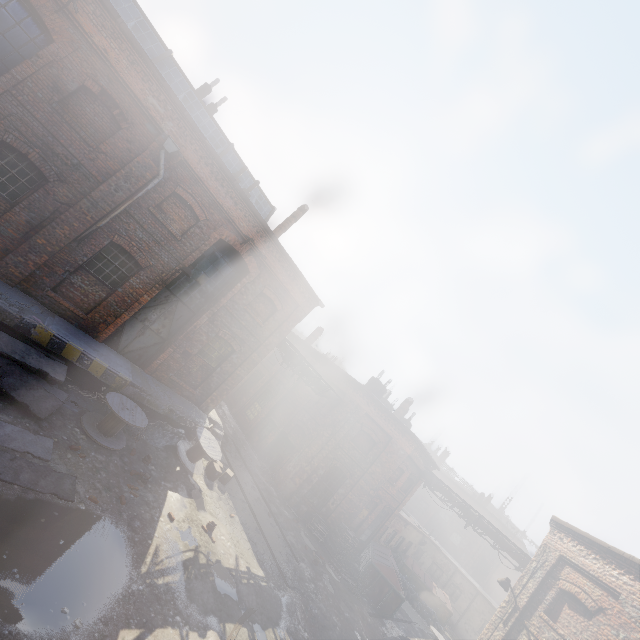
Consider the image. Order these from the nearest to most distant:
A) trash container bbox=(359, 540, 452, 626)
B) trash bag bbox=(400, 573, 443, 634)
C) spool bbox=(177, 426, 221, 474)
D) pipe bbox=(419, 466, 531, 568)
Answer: spool bbox=(177, 426, 221, 474) < trash container bbox=(359, 540, 452, 626) < pipe bbox=(419, 466, 531, 568) < trash bag bbox=(400, 573, 443, 634)

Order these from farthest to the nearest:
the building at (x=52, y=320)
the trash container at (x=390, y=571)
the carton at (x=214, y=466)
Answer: the trash container at (x=390, y=571) → the carton at (x=214, y=466) → the building at (x=52, y=320)

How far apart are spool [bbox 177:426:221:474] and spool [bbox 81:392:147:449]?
2.2 meters

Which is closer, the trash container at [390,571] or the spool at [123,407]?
the spool at [123,407]

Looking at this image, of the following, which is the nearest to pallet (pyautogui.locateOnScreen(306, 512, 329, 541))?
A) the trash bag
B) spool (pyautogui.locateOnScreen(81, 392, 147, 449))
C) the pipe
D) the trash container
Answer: the trash container

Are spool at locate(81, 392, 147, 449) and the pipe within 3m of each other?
no

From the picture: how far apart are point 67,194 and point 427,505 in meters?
49.8 m

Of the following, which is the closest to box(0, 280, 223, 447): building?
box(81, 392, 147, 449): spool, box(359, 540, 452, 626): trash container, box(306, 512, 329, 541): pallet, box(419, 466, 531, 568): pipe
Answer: box(81, 392, 147, 449): spool
